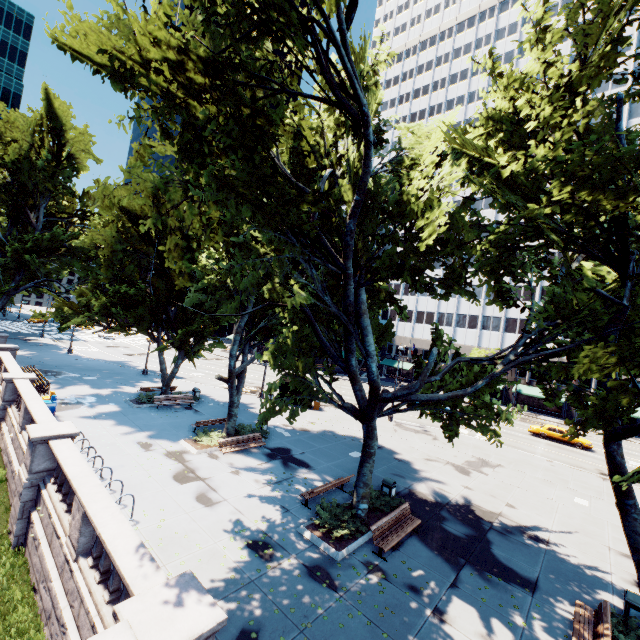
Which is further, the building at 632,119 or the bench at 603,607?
the building at 632,119

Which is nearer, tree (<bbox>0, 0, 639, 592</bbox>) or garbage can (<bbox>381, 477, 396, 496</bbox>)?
tree (<bbox>0, 0, 639, 592</bbox>)

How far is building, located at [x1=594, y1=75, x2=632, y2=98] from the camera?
47.66m

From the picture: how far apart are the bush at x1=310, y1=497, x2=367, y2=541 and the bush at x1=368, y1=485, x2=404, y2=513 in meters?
0.7

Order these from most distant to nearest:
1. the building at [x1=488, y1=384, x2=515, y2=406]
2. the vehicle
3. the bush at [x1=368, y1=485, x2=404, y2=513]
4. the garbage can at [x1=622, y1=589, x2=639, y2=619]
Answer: the building at [x1=488, y1=384, x2=515, y2=406] → the vehicle → the bush at [x1=368, y1=485, x2=404, y2=513] → the garbage can at [x1=622, y1=589, x2=639, y2=619]

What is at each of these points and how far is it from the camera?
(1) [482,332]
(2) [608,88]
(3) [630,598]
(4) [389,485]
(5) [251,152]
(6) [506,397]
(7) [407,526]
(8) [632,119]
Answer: (1) building, 56.3m
(2) building, 49.1m
(3) garbage can, 9.6m
(4) garbage can, 14.9m
(5) tree, 8.0m
(6) building, 52.7m
(7) bench, 12.4m
(8) building, 46.8m

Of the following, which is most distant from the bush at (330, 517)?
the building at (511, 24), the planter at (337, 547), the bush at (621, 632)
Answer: the building at (511, 24)

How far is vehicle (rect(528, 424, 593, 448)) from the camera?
31.31m
